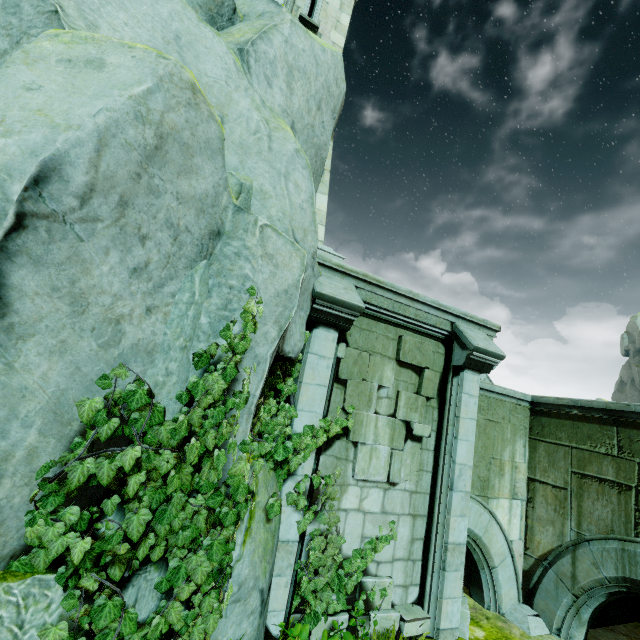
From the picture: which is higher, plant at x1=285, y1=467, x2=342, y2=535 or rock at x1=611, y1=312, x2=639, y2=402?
rock at x1=611, y1=312, x2=639, y2=402

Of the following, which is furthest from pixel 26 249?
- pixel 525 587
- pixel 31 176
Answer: pixel 525 587

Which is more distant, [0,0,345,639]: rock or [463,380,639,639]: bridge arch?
[463,380,639,639]: bridge arch

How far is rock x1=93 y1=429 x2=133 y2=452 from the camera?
2.4m

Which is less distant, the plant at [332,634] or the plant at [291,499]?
Result: the plant at [332,634]

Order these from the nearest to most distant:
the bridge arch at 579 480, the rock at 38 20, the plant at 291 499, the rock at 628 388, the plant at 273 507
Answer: the rock at 38 20 → the plant at 273 507 → the plant at 291 499 → the bridge arch at 579 480 → the rock at 628 388

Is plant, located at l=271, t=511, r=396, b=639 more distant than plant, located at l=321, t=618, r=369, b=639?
Yes

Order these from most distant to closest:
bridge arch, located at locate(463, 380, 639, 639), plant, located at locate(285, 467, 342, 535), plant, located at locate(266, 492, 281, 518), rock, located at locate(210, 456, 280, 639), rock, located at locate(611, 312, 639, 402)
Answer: rock, located at locate(611, 312, 639, 402), bridge arch, located at locate(463, 380, 639, 639), plant, located at locate(285, 467, 342, 535), plant, located at locate(266, 492, 281, 518), rock, located at locate(210, 456, 280, 639)
